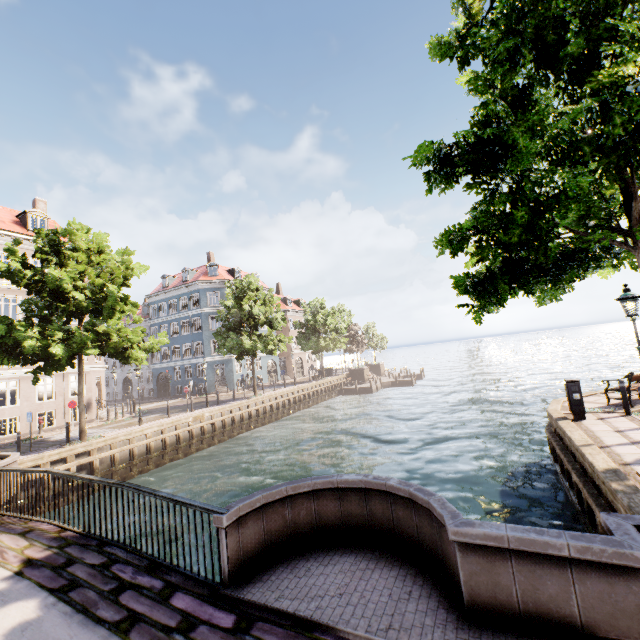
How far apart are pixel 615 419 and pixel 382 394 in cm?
2936

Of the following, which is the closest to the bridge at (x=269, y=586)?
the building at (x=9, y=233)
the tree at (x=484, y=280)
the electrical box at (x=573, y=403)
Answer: the tree at (x=484, y=280)

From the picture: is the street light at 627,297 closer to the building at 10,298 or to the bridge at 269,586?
the bridge at 269,586

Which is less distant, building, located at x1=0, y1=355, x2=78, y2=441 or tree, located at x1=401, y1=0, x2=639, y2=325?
tree, located at x1=401, y1=0, x2=639, y2=325

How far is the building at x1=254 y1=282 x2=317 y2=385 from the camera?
44.8m

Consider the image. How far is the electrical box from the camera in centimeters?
1022cm

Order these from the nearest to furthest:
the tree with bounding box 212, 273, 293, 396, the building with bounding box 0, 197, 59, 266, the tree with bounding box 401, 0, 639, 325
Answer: the tree with bounding box 401, 0, 639, 325
the building with bounding box 0, 197, 59, 266
the tree with bounding box 212, 273, 293, 396

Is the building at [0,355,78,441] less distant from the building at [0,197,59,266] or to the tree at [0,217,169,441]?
the tree at [0,217,169,441]
